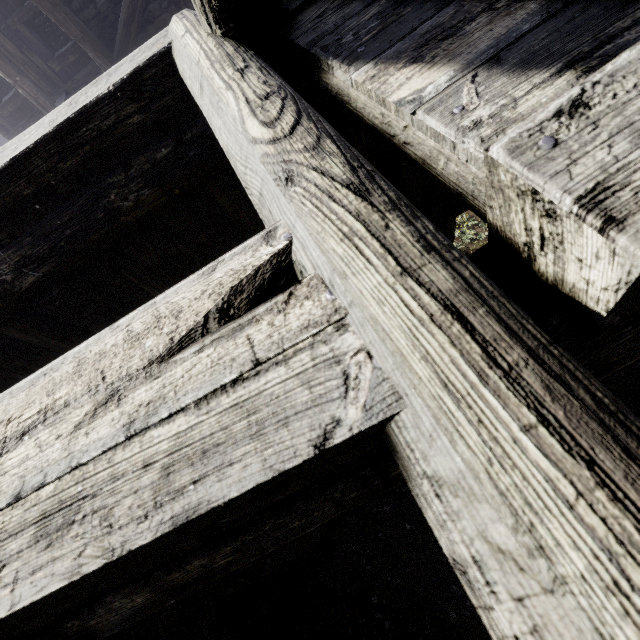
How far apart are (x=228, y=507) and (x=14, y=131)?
16.4m
